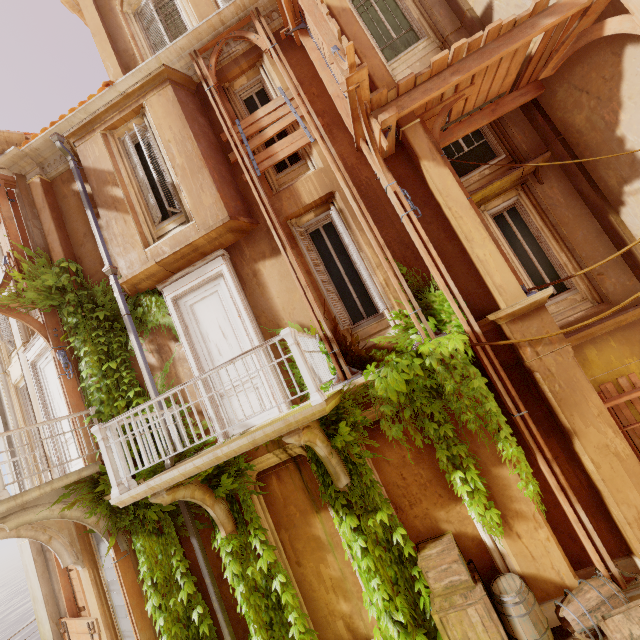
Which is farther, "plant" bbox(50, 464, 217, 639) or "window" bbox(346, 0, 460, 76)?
"window" bbox(346, 0, 460, 76)

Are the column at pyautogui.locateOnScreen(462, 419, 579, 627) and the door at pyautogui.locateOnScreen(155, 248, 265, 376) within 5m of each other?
yes

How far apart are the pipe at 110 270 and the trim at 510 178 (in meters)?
7.68

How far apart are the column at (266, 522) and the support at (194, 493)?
0.33m

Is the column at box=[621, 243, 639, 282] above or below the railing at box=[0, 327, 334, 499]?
below

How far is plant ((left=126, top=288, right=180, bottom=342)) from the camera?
7.05m

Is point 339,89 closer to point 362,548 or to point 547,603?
point 362,548

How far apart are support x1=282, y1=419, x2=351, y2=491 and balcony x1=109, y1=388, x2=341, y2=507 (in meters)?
0.01
